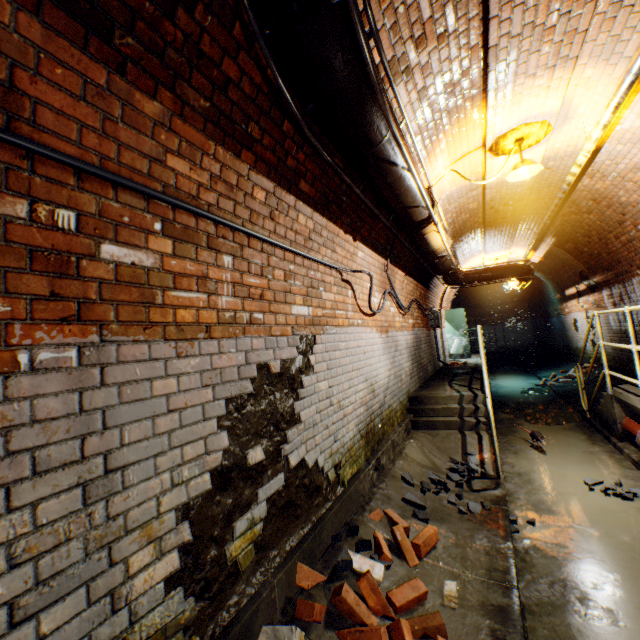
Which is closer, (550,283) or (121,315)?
(121,315)

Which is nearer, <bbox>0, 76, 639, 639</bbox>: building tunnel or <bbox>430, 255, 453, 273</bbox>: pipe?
<bbox>0, 76, 639, 639</bbox>: building tunnel

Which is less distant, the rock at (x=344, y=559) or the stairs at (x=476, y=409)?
the rock at (x=344, y=559)

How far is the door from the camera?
13.3m

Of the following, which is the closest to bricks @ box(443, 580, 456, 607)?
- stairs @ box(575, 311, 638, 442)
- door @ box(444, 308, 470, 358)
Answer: stairs @ box(575, 311, 638, 442)

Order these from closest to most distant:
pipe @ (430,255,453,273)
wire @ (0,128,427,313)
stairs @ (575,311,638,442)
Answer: wire @ (0,128,427,313), stairs @ (575,311,638,442), pipe @ (430,255,453,273)

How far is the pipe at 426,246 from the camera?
4.5m

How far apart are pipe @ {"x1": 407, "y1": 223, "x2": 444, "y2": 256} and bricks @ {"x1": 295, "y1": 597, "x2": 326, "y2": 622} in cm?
371
